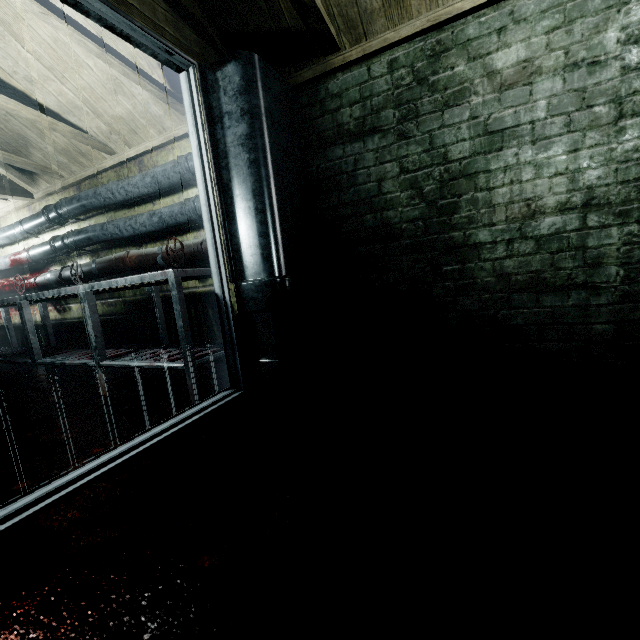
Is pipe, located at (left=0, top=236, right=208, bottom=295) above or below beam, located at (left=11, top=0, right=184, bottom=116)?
below

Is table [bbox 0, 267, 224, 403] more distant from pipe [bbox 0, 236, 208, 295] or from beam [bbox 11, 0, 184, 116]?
beam [bbox 11, 0, 184, 116]

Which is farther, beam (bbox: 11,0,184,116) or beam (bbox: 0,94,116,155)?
Answer: beam (bbox: 0,94,116,155)

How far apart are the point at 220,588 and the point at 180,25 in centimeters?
258cm

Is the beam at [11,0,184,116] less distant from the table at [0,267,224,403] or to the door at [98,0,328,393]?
the door at [98,0,328,393]

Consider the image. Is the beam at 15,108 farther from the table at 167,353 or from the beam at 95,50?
the table at 167,353

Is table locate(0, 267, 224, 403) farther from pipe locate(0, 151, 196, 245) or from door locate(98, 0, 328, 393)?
pipe locate(0, 151, 196, 245)

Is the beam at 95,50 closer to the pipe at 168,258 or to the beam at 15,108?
the beam at 15,108
